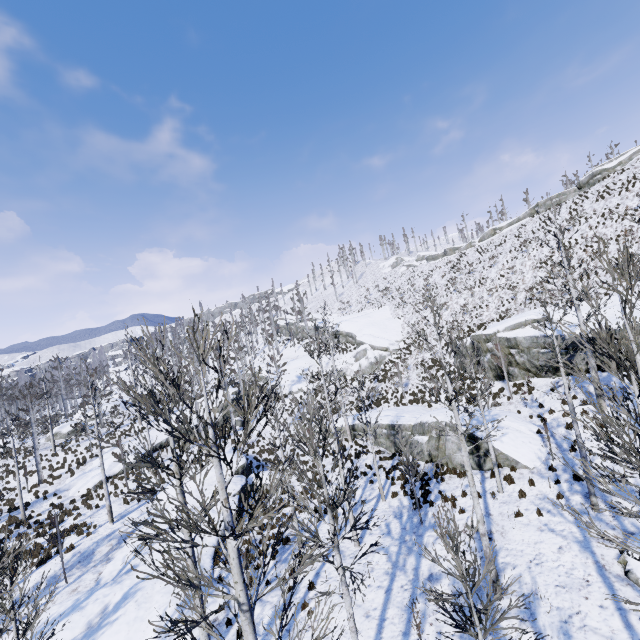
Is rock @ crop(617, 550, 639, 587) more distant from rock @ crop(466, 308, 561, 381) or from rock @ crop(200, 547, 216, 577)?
rock @ crop(200, 547, 216, 577)

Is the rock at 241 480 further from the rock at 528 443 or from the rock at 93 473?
the rock at 528 443

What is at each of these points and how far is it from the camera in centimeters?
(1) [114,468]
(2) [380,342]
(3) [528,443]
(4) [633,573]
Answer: (1) rock, 2644cm
(2) rock, 4097cm
(3) rock, 1612cm
(4) rock, 879cm

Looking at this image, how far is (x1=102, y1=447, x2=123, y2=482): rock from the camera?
25.8m

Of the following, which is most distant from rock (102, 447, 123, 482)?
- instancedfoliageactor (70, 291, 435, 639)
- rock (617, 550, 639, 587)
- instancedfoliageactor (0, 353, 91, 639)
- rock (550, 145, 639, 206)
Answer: rock (550, 145, 639, 206)

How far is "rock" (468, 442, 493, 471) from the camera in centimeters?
1611cm

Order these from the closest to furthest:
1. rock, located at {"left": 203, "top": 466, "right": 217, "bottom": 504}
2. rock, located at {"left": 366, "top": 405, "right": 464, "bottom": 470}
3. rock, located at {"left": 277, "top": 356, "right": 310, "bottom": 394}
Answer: rock, located at {"left": 366, "top": 405, "right": 464, "bottom": 470} < rock, located at {"left": 203, "top": 466, "right": 217, "bottom": 504} < rock, located at {"left": 277, "top": 356, "right": 310, "bottom": 394}

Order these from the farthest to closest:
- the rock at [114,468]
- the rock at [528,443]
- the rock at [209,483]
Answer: the rock at [114,468] → the rock at [209,483] → the rock at [528,443]
